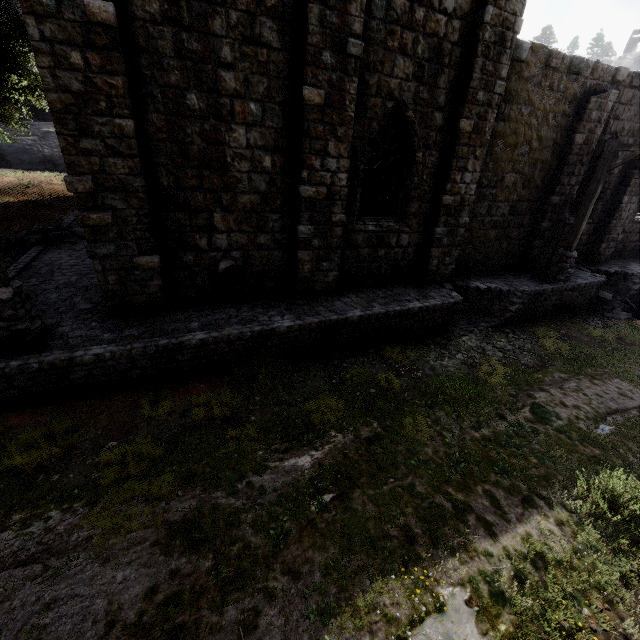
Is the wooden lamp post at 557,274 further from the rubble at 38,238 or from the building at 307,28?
the rubble at 38,238

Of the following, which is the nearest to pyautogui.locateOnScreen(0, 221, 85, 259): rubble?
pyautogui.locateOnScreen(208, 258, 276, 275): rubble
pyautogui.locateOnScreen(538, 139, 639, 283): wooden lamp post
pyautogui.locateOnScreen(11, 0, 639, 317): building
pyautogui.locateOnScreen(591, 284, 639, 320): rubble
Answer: pyautogui.locateOnScreen(11, 0, 639, 317): building

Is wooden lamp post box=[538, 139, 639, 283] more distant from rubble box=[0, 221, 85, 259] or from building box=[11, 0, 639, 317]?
rubble box=[0, 221, 85, 259]

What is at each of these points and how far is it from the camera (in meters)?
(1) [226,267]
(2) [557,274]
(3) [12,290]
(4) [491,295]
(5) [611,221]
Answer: (1) rubble, 8.28
(2) wooden lamp post, 12.00
(3) wooden lamp post, 5.95
(4) building base, 11.44
(5) building, 14.08

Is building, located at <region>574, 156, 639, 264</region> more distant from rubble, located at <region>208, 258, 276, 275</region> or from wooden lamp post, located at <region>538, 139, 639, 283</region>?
wooden lamp post, located at <region>538, 139, 639, 283</region>

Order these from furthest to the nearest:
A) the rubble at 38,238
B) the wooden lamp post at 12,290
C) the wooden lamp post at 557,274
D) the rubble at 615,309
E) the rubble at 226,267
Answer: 1. the rubble at 615,309
2. the rubble at 38,238
3. the wooden lamp post at 557,274
4. the rubble at 226,267
5. the wooden lamp post at 12,290

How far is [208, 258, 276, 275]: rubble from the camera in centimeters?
821cm

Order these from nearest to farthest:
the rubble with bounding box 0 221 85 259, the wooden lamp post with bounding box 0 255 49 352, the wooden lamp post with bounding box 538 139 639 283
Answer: the wooden lamp post with bounding box 0 255 49 352 → the wooden lamp post with bounding box 538 139 639 283 → the rubble with bounding box 0 221 85 259
